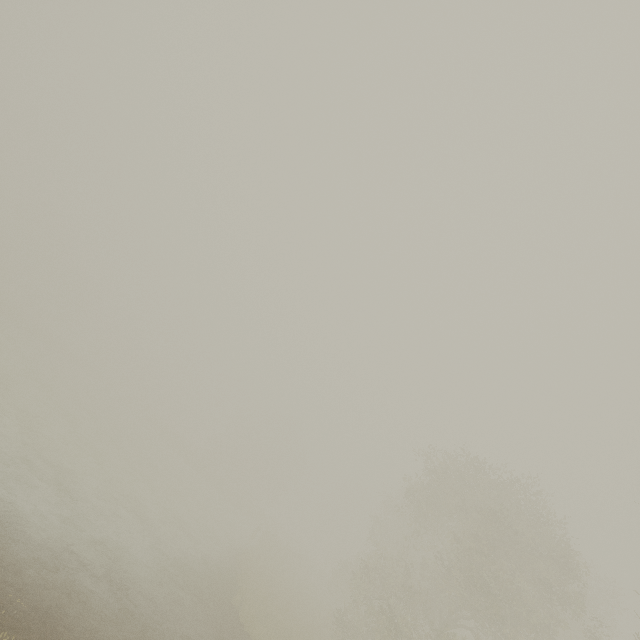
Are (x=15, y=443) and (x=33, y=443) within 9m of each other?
yes
